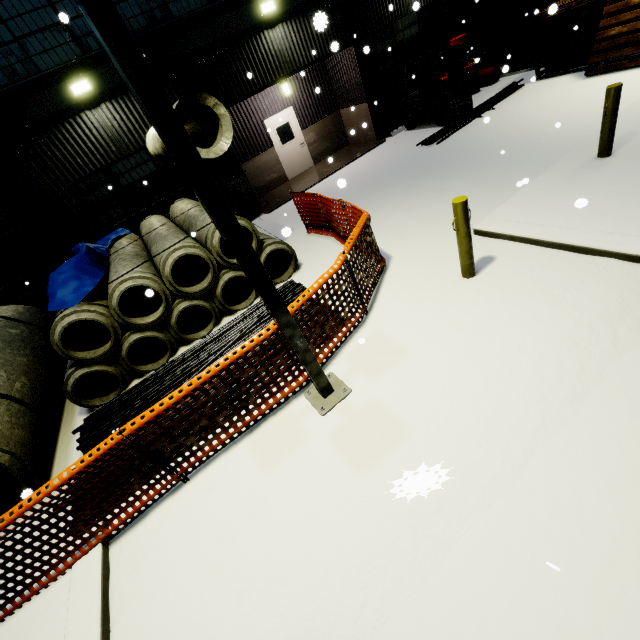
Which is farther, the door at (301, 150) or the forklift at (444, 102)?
the door at (301, 150)

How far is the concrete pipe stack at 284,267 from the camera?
6.8m

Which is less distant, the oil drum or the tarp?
the tarp

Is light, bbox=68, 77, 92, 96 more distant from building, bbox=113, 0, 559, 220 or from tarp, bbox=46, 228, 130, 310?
tarp, bbox=46, 228, 130, 310

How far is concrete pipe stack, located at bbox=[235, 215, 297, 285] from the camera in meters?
6.8 m

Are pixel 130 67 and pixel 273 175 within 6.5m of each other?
no

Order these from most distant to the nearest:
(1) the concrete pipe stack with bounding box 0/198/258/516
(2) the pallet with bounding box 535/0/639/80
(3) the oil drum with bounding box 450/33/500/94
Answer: (3) the oil drum with bounding box 450/33/500/94
(2) the pallet with bounding box 535/0/639/80
(1) the concrete pipe stack with bounding box 0/198/258/516

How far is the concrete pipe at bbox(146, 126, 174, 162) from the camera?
7.7m
